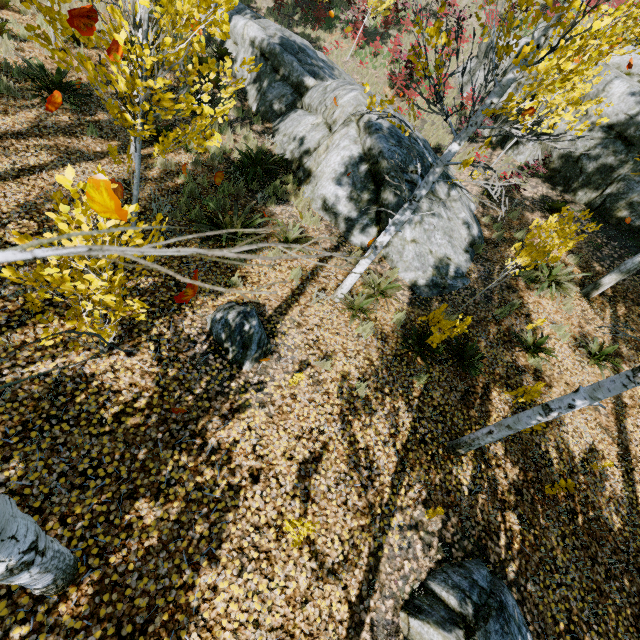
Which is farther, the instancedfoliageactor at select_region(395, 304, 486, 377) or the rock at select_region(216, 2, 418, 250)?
the rock at select_region(216, 2, 418, 250)

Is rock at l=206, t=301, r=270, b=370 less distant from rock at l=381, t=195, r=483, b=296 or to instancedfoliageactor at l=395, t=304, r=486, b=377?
instancedfoliageactor at l=395, t=304, r=486, b=377

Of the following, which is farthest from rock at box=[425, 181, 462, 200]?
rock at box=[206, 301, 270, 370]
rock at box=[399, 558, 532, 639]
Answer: rock at box=[399, 558, 532, 639]

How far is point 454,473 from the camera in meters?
4.9

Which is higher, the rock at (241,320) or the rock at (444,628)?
the rock at (444,628)

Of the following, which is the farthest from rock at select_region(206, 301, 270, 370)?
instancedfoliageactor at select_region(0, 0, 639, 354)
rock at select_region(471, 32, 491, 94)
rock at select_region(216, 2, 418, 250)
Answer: rock at select_region(471, 32, 491, 94)

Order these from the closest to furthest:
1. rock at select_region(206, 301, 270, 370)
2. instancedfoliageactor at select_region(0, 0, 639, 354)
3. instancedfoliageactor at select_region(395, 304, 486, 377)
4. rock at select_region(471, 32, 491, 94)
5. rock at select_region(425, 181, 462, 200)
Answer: instancedfoliageactor at select_region(0, 0, 639, 354) → rock at select_region(206, 301, 270, 370) → instancedfoliageactor at select_region(395, 304, 486, 377) → rock at select_region(425, 181, 462, 200) → rock at select_region(471, 32, 491, 94)

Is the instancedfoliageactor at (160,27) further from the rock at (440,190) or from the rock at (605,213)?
the rock at (605,213)
